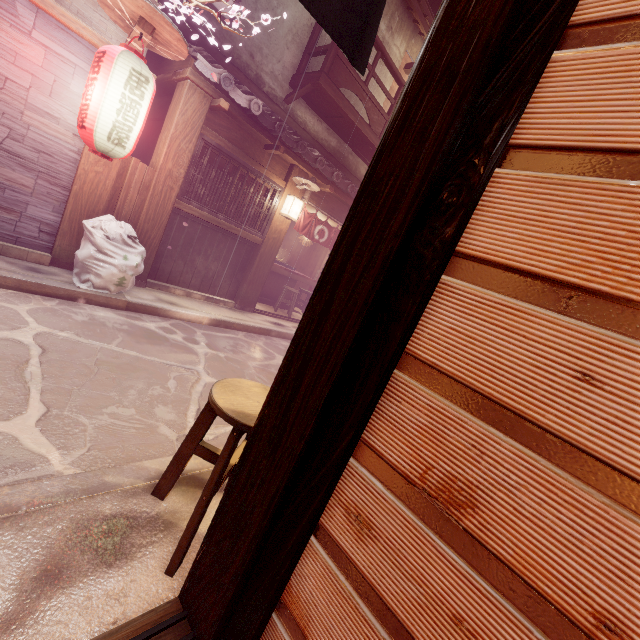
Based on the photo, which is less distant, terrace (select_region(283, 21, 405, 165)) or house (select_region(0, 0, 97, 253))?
house (select_region(0, 0, 97, 253))

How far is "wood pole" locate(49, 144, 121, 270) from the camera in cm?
793

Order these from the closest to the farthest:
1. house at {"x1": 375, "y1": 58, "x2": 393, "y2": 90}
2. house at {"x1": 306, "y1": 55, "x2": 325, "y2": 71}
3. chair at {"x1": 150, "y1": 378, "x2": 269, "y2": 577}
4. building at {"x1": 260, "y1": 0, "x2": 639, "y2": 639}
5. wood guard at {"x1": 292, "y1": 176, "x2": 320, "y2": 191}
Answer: building at {"x1": 260, "y1": 0, "x2": 639, "y2": 639} → chair at {"x1": 150, "y1": 378, "x2": 269, "y2": 577} → wood guard at {"x1": 292, "y1": 176, "x2": 320, "y2": 191} → house at {"x1": 306, "y1": 55, "x2": 325, "y2": 71} → house at {"x1": 375, "y1": 58, "x2": 393, "y2": 90}

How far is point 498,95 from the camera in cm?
162

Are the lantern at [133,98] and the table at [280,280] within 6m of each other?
no

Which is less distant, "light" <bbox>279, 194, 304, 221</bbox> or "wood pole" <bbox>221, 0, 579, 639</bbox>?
"wood pole" <bbox>221, 0, 579, 639</bbox>

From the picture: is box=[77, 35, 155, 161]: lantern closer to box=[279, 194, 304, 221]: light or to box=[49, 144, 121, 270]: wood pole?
box=[49, 144, 121, 270]: wood pole

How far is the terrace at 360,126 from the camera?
11.63m
